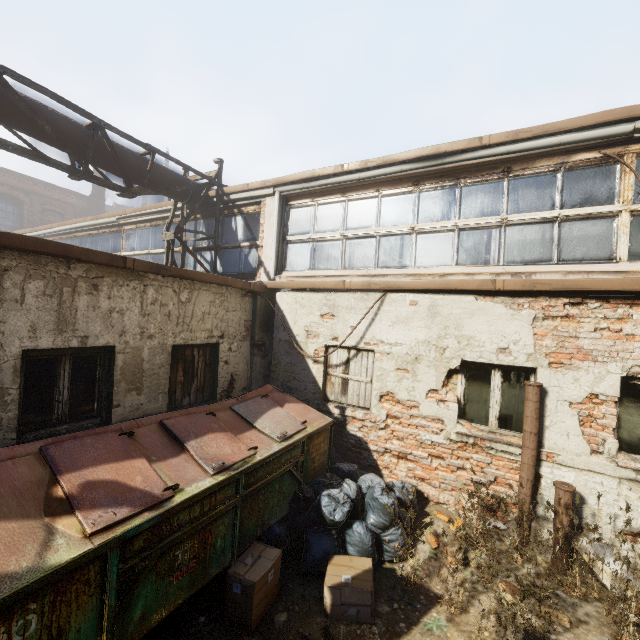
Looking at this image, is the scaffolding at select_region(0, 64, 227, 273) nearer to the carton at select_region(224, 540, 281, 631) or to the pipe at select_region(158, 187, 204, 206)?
the pipe at select_region(158, 187, 204, 206)

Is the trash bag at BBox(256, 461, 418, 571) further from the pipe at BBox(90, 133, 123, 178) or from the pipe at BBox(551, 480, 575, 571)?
the pipe at BBox(90, 133, 123, 178)

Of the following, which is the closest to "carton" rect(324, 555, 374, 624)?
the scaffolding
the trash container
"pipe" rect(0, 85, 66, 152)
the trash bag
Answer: the trash bag

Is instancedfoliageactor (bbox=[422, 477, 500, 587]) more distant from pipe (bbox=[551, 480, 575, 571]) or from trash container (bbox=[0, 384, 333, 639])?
trash container (bbox=[0, 384, 333, 639])

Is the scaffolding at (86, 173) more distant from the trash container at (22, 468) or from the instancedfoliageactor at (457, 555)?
the instancedfoliageactor at (457, 555)

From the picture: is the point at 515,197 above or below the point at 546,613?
above

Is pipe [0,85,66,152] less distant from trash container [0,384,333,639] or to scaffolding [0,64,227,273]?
scaffolding [0,64,227,273]

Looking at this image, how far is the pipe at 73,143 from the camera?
5.3m
